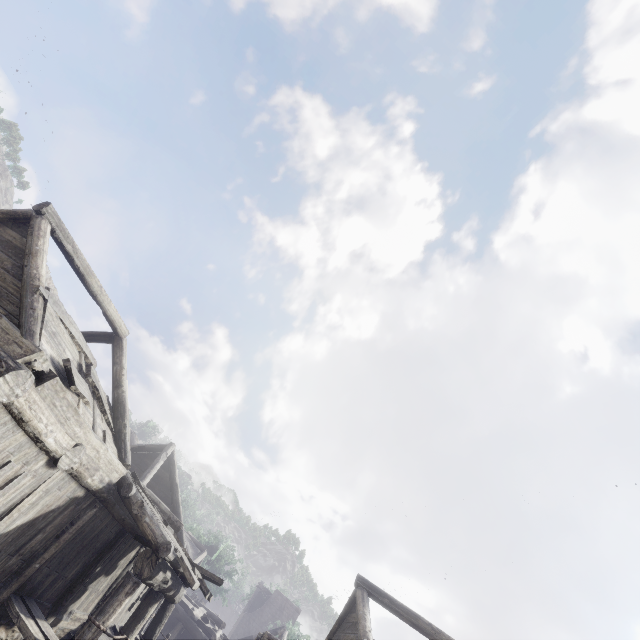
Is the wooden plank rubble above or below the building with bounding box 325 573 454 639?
above

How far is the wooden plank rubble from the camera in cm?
2762

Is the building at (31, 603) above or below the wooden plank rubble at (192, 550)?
below

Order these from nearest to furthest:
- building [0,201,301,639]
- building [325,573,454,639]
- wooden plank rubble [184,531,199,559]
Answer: building [0,201,301,639], building [325,573,454,639], wooden plank rubble [184,531,199,559]

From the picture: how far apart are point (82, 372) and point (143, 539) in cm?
618

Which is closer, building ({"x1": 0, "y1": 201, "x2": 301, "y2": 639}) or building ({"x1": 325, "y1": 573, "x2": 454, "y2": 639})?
building ({"x1": 0, "y1": 201, "x2": 301, "y2": 639})

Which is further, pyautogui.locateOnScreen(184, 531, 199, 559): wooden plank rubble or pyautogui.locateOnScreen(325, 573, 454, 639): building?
pyautogui.locateOnScreen(184, 531, 199, 559): wooden plank rubble

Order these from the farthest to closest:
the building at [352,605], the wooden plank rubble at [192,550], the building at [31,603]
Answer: the wooden plank rubble at [192,550]
the building at [352,605]
the building at [31,603]
